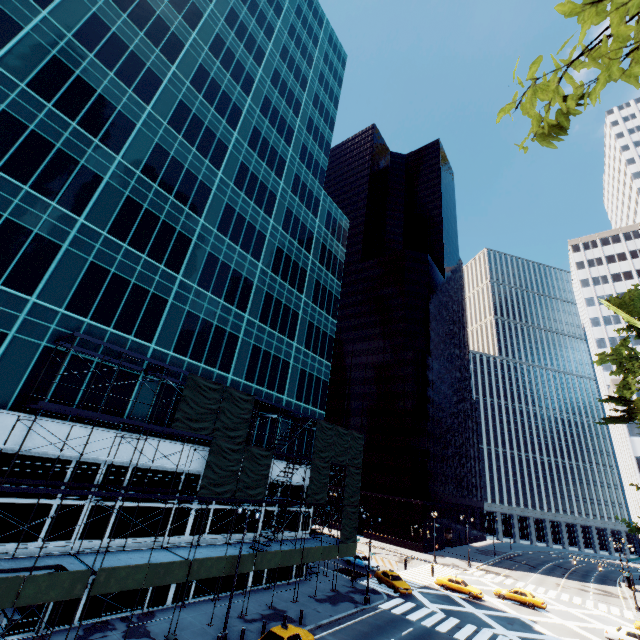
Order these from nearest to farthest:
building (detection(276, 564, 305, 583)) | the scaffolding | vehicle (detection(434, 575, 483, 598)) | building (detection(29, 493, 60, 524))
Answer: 1. the scaffolding
2. building (detection(29, 493, 60, 524))
3. building (detection(276, 564, 305, 583))
4. vehicle (detection(434, 575, 483, 598))

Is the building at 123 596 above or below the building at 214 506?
below

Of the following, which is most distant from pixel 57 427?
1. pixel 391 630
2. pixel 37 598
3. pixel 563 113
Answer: pixel 391 630

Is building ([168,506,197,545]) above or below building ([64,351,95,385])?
below

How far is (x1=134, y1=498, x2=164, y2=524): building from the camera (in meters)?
23.11

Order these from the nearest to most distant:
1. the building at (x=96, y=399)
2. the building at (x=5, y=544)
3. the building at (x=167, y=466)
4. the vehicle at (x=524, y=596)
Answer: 1. the building at (x=5, y=544)
2. the building at (x=96, y=399)
3. the building at (x=167, y=466)
4. the vehicle at (x=524, y=596)

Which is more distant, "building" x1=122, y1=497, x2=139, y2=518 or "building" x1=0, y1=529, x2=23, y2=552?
"building" x1=122, y1=497, x2=139, y2=518

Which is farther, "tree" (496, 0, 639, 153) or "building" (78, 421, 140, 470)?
"building" (78, 421, 140, 470)
